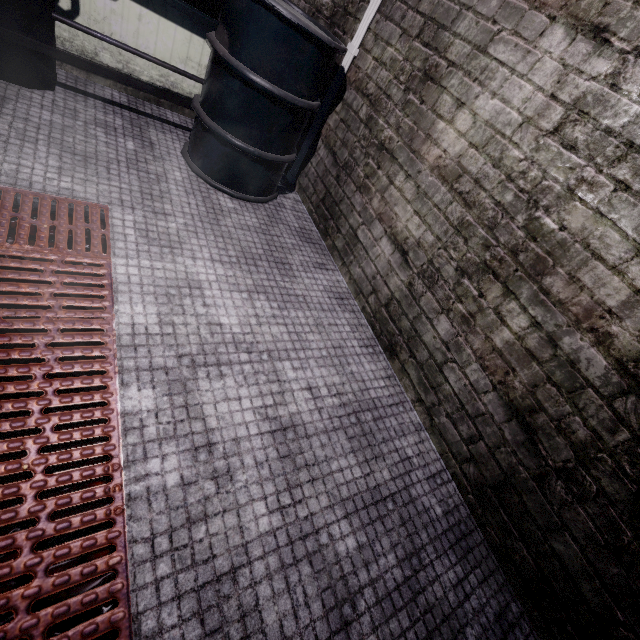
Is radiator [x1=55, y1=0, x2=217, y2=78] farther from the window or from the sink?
the window

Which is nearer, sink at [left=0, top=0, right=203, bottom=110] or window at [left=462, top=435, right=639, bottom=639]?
window at [left=462, top=435, right=639, bottom=639]

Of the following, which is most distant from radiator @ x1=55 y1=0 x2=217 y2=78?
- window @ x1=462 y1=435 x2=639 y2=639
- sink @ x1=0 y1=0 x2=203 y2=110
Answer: window @ x1=462 y1=435 x2=639 y2=639

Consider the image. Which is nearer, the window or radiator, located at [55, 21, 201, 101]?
the window

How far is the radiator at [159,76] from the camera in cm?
205

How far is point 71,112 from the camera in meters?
1.9

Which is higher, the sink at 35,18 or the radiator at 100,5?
the radiator at 100,5

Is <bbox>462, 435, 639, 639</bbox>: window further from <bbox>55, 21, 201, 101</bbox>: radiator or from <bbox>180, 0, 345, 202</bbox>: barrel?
<bbox>55, 21, 201, 101</bbox>: radiator
